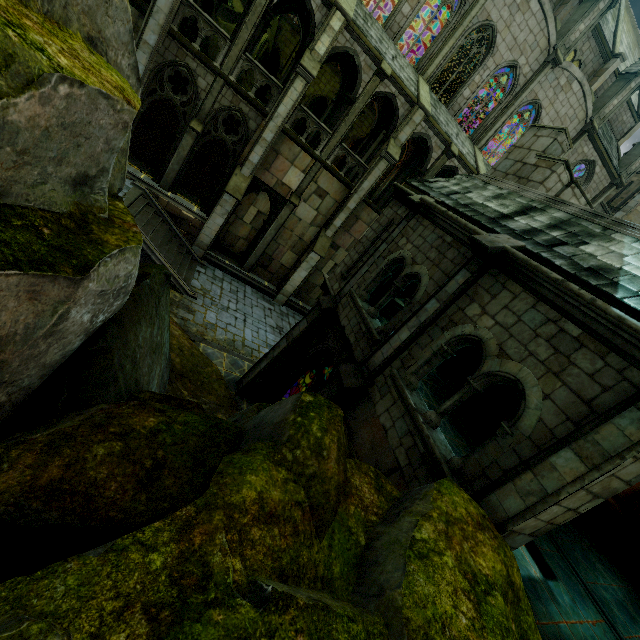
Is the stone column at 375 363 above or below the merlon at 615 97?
below

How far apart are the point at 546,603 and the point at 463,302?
6.0m

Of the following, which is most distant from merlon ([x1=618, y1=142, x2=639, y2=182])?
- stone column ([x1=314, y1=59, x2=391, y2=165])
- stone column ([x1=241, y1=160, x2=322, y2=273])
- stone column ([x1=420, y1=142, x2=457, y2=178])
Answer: stone column ([x1=241, y1=160, x2=322, y2=273])

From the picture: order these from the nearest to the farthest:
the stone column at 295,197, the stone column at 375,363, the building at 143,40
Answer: the stone column at 375,363 < the building at 143,40 < the stone column at 295,197

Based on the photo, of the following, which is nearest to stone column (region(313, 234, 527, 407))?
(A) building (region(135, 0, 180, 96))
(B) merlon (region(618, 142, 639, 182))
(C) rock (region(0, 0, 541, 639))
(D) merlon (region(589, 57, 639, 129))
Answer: (C) rock (region(0, 0, 541, 639))

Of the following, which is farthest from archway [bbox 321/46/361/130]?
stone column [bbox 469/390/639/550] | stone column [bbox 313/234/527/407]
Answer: stone column [bbox 469/390/639/550]

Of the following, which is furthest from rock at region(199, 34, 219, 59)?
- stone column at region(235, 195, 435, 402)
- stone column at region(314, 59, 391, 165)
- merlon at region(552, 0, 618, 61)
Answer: stone column at region(235, 195, 435, 402)

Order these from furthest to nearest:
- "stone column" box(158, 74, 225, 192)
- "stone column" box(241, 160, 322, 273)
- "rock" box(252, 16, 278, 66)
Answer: "rock" box(252, 16, 278, 66) < "stone column" box(241, 160, 322, 273) < "stone column" box(158, 74, 225, 192)
